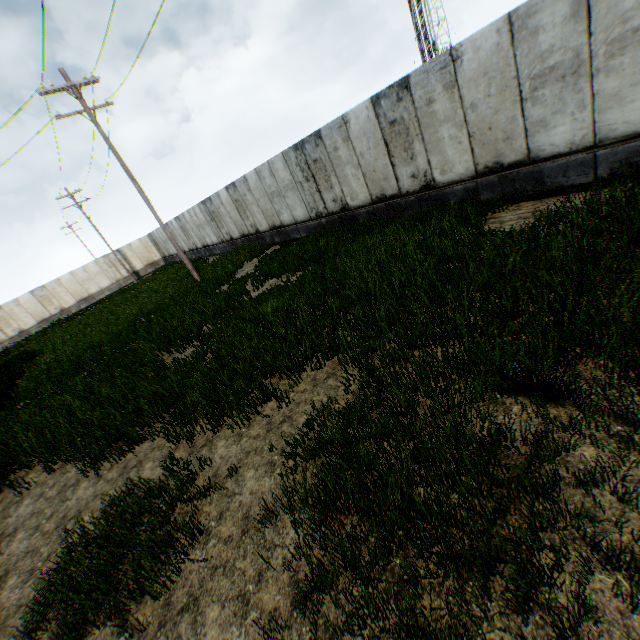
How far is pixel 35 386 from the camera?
11.7m
